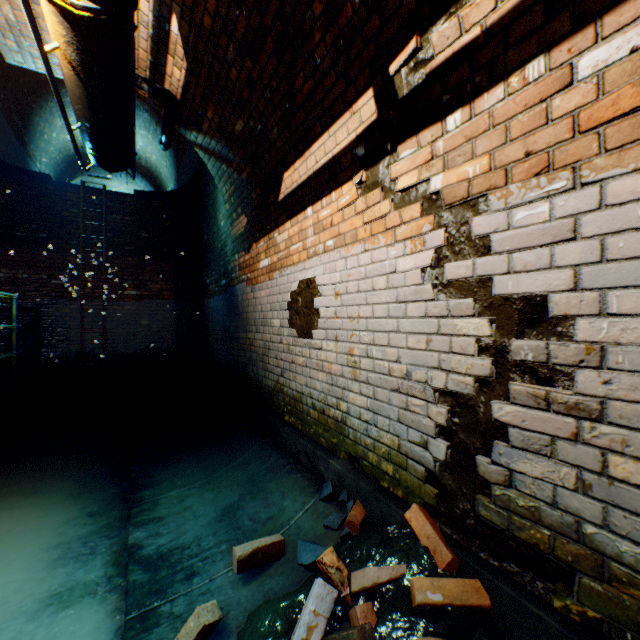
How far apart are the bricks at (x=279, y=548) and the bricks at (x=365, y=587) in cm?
45

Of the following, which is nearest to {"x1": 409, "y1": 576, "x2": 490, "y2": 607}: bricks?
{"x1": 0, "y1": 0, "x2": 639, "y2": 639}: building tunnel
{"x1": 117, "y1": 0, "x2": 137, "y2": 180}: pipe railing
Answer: {"x1": 0, "y1": 0, "x2": 639, "y2": 639}: building tunnel

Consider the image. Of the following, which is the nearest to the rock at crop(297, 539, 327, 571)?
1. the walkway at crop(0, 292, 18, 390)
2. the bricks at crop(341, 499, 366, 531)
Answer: the bricks at crop(341, 499, 366, 531)

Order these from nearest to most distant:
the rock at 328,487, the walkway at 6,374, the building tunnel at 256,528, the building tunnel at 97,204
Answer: the building tunnel at 256,528 → the rock at 328,487 → the walkway at 6,374 → the building tunnel at 97,204

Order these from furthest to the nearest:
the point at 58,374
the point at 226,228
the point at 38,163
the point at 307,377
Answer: the point at 38,163
the point at 58,374
the point at 226,228
the point at 307,377

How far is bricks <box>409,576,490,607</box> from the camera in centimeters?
135cm

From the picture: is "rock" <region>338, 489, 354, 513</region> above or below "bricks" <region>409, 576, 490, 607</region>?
below

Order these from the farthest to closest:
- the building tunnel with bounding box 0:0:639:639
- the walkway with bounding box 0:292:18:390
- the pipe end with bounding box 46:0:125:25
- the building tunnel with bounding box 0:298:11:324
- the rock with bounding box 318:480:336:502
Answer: the building tunnel with bounding box 0:298:11:324, the walkway with bounding box 0:292:18:390, the rock with bounding box 318:480:336:502, the pipe end with bounding box 46:0:125:25, the building tunnel with bounding box 0:0:639:639
